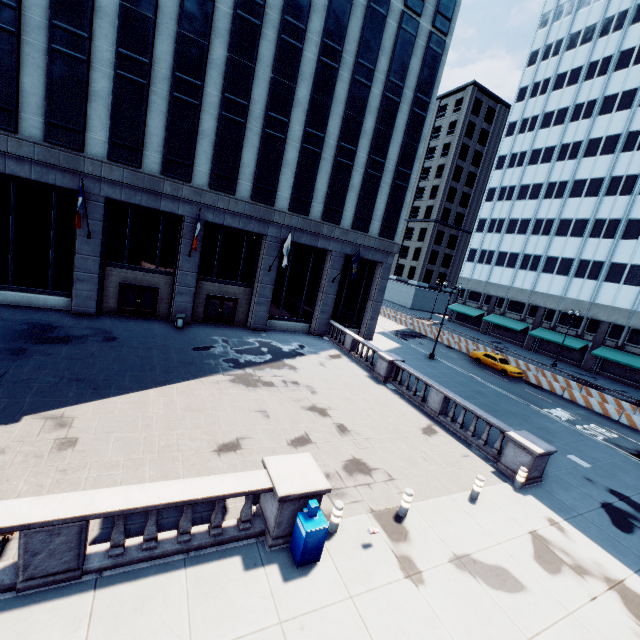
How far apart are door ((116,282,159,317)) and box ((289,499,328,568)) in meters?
20.4

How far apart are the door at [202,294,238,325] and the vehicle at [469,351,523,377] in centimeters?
2454cm

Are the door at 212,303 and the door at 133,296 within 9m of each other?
yes

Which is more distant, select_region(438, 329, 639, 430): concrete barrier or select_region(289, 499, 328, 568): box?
select_region(438, 329, 639, 430): concrete barrier

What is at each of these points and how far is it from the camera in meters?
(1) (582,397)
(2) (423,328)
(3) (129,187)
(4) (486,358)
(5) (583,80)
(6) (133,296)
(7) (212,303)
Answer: (1) concrete barrier, 27.2 m
(2) concrete barrier, 43.8 m
(3) building, 20.5 m
(4) vehicle, 32.7 m
(5) building, 46.5 m
(6) door, 23.0 m
(7) door, 25.5 m

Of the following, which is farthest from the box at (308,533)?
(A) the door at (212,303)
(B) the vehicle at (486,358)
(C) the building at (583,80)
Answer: (C) the building at (583,80)

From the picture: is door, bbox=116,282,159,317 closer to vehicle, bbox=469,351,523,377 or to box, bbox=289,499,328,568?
box, bbox=289,499,328,568

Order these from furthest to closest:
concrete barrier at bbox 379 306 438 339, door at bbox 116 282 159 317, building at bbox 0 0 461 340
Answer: concrete barrier at bbox 379 306 438 339, door at bbox 116 282 159 317, building at bbox 0 0 461 340
